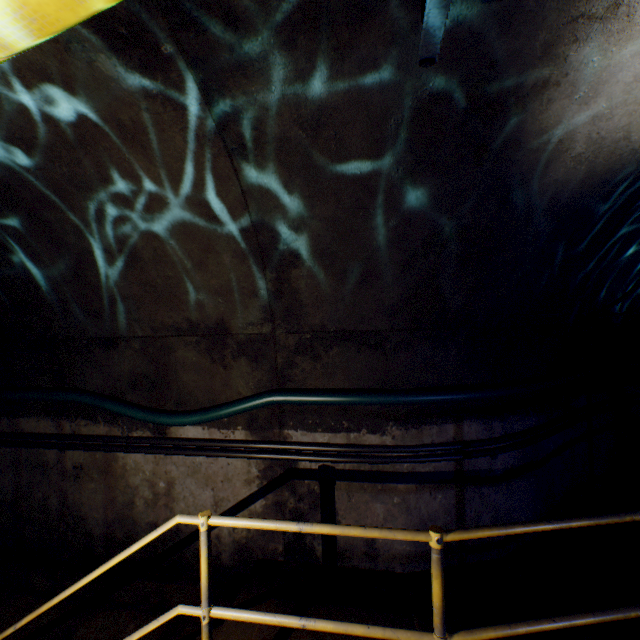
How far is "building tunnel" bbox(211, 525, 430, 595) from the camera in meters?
3.0

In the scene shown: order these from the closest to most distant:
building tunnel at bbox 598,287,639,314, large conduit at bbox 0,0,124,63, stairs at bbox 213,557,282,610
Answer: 1. large conduit at bbox 0,0,124,63
2. stairs at bbox 213,557,282,610
3. building tunnel at bbox 598,287,639,314

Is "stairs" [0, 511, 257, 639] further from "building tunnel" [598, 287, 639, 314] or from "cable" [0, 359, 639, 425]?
"cable" [0, 359, 639, 425]

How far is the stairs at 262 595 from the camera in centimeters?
268cm

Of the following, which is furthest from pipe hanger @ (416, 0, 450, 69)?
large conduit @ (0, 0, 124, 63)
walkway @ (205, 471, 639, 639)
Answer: walkway @ (205, 471, 639, 639)

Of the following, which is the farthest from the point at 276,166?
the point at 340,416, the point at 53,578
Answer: the point at 53,578

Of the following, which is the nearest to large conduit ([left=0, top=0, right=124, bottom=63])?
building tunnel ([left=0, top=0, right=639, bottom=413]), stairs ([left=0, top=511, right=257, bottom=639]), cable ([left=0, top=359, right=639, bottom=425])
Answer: building tunnel ([left=0, top=0, right=639, bottom=413])

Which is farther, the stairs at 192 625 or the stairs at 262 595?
the stairs at 262 595
